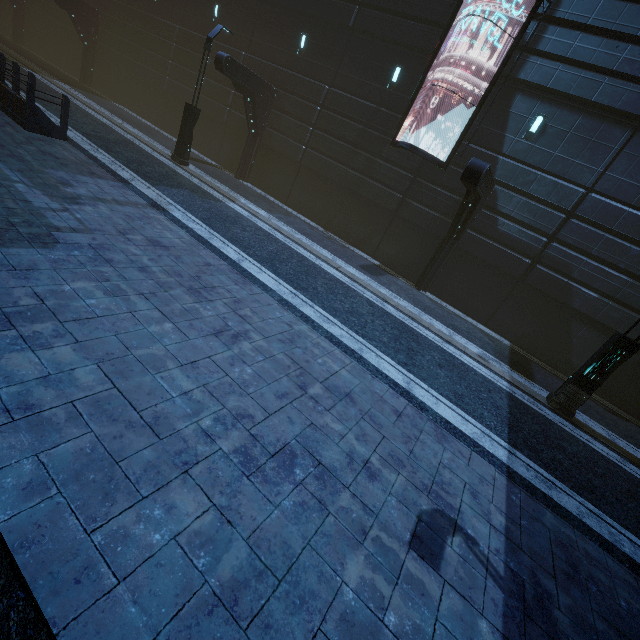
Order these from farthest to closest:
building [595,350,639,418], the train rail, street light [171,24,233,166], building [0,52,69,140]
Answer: street light [171,24,233,166], building [595,350,639,418], building [0,52,69,140], the train rail

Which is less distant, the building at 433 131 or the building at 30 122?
the building at 30 122

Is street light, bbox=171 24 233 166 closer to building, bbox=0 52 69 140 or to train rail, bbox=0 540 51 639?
building, bbox=0 52 69 140

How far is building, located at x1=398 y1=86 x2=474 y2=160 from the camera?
13.0m

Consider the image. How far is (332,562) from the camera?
2.9 meters

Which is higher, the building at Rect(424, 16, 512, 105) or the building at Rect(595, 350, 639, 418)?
the building at Rect(424, 16, 512, 105)

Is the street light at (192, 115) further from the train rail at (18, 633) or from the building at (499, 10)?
the train rail at (18, 633)

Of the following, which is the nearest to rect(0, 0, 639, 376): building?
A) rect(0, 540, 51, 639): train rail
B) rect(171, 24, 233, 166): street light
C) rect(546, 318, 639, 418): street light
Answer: rect(0, 540, 51, 639): train rail
